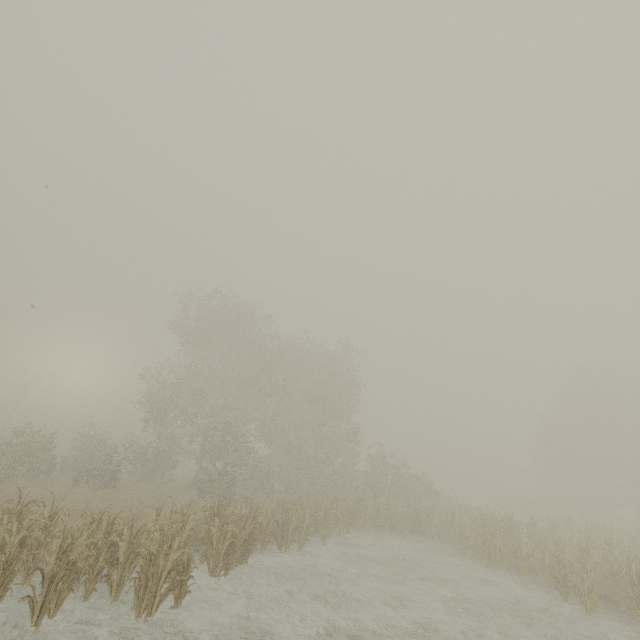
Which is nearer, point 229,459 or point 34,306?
point 34,306
